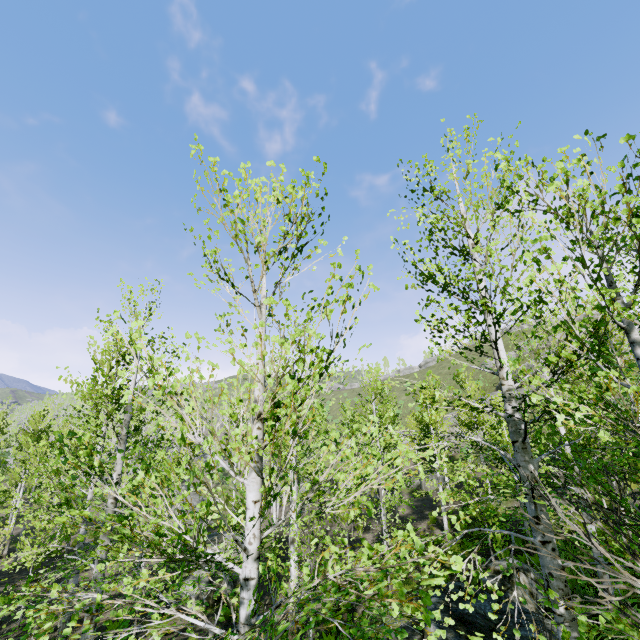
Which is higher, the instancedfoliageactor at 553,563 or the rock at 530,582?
the instancedfoliageactor at 553,563

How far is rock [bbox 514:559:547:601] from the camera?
9.85m

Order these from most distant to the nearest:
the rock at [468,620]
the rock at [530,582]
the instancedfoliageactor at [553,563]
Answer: the rock at [530,582] → the rock at [468,620] → the instancedfoliageactor at [553,563]

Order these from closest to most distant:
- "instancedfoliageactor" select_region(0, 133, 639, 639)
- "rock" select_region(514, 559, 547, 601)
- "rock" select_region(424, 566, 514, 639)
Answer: "instancedfoliageactor" select_region(0, 133, 639, 639) → "rock" select_region(424, 566, 514, 639) → "rock" select_region(514, 559, 547, 601)

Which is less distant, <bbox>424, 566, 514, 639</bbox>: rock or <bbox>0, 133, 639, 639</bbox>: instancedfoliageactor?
<bbox>0, 133, 639, 639</bbox>: instancedfoliageactor

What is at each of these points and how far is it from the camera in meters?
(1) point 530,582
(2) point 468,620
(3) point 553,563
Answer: (1) rock, 10.1
(2) rock, 7.9
(3) instancedfoliageactor, 4.6

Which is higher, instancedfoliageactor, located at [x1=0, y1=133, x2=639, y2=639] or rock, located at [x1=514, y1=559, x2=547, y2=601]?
instancedfoliageactor, located at [x1=0, y1=133, x2=639, y2=639]
